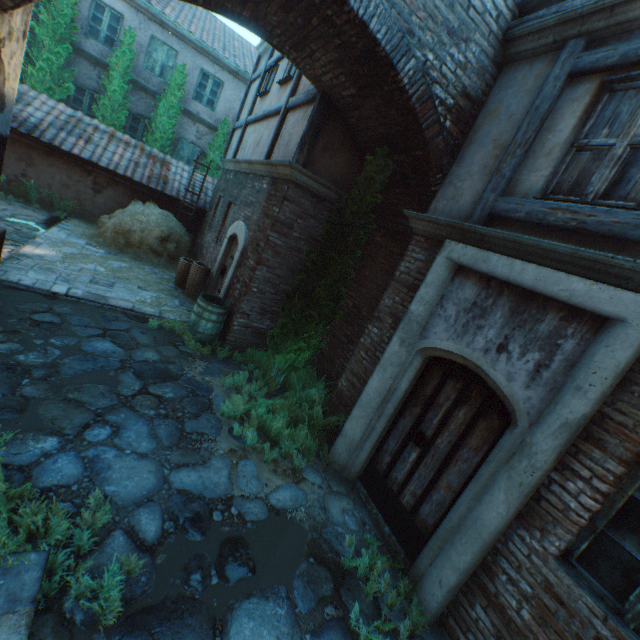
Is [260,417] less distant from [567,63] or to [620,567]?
[620,567]

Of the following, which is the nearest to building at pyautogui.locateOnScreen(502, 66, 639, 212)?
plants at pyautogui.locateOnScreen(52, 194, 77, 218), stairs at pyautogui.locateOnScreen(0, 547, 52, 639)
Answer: stairs at pyautogui.locateOnScreen(0, 547, 52, 639)

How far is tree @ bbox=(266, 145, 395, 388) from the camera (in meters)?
5.31

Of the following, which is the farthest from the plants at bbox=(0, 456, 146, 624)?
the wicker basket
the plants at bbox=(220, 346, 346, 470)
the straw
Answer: the wicker basket

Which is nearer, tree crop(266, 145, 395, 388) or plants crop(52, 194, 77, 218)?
tree crop(266, 145, 395, 388)

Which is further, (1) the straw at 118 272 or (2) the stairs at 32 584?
(1) the straw at 118 272

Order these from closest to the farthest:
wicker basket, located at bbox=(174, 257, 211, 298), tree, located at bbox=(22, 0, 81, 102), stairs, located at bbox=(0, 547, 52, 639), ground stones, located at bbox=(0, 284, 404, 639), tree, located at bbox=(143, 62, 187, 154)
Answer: stairs, located at bbox=(0, 547, 52, 639) < ground stones, located at bbox=(0, 284, 404, 639) < wicker basket, located at bbox=(174, 257, 211, 298) < tree, located at bbox=(22, 0, 81, 102) < tree, located at bbox=(143, 62, 187, 154)

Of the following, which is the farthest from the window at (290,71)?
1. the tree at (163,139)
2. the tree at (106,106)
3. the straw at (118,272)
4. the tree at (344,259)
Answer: the tree at (106,106)
